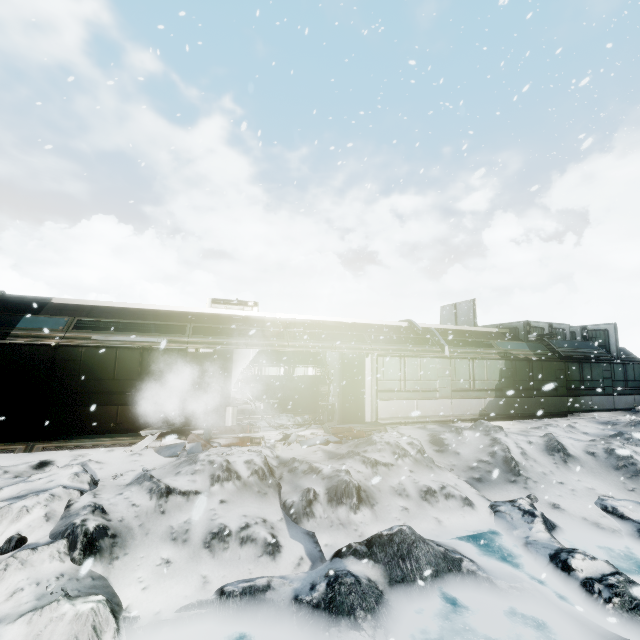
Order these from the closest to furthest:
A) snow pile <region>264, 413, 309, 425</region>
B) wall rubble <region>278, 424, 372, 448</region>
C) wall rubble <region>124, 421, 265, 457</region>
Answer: wall rubble <region>124, 421, 265, 457</region> → wall rubble <region>278, 424, 372, 448</region> → snow pile <region>264, 413, 309, 425</region>

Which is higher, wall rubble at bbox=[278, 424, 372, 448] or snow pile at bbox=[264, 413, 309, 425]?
snow pile at bbox=[264, 413, 309, 425]

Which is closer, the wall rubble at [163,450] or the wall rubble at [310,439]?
the wall rubble at [163,450]

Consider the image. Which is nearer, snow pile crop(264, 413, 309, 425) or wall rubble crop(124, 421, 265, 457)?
wall rubble crop(124, 421, 265, 457)

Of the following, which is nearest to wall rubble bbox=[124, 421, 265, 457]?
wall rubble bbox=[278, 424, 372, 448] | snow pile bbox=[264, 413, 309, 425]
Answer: snow pile bbox=[264, 413, 309, 425]

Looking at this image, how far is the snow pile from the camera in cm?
1159

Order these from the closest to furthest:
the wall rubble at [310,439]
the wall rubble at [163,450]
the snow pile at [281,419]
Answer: the wall rubble at [163,450]
the wall rubble at [310,439]
the snow pile at [281,419]

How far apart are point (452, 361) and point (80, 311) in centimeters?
1510cm
